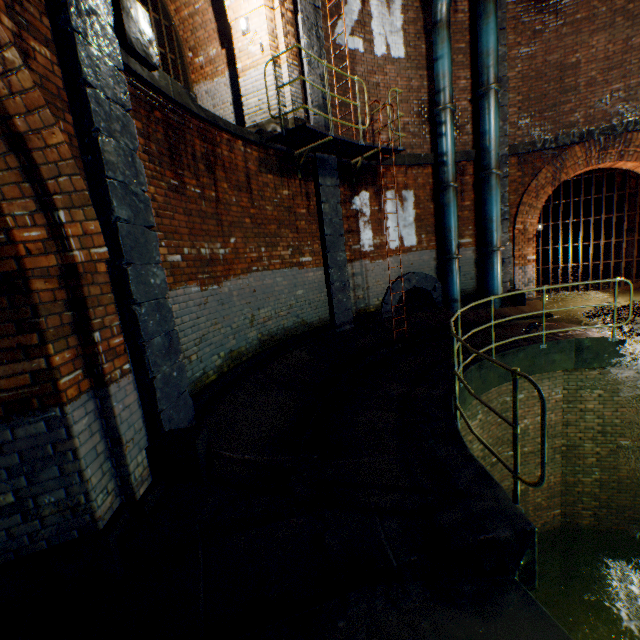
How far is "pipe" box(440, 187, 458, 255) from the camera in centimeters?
910cm

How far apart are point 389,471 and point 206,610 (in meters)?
1.98

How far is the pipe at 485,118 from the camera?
8.7 meters

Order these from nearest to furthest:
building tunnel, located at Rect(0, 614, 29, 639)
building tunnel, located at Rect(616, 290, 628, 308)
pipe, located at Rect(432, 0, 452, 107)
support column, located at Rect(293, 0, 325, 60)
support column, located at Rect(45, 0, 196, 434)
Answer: building tunnel, located at Rect(0, 614, 29, 639), support column, located at Rect(45, 0, 196, 434), support column, located at Rect(293, 0, 325, 60), pipe, located at Rect(432, 0, 452, 107), building tunnel, located at Rect(616, 290, 628, 308)

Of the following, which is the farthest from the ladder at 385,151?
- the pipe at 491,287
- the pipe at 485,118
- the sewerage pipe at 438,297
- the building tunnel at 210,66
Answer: the pipe at 491,287

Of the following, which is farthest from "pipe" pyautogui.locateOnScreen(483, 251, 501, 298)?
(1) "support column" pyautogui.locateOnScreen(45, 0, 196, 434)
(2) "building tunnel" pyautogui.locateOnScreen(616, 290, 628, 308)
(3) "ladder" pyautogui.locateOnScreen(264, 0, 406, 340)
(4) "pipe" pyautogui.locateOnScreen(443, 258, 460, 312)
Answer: (1) "support column" pyautogui.locateOnScreen(45, 0, 196, 434)

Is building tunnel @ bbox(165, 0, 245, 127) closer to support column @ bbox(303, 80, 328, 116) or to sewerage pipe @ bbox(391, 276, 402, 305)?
support column @ bbox(303, 80, 328, 116)

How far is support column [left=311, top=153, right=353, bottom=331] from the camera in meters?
7.6 m
